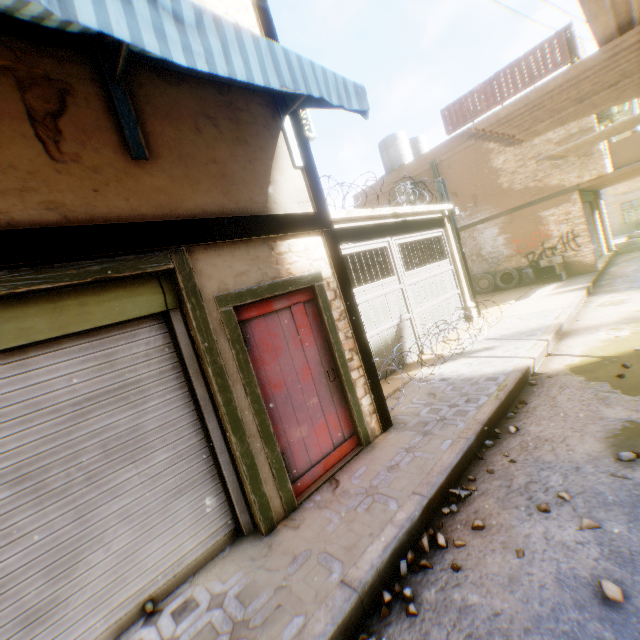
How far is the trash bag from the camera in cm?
1327

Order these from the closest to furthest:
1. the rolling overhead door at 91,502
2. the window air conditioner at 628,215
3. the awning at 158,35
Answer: the awning at 158,35 < the rolling overhead door at 91,502 < the window air conditioner at 628,215

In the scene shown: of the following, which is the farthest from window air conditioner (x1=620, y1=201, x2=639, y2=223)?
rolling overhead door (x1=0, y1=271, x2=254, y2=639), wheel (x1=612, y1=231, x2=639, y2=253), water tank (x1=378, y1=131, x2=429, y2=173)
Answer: A: rolling overhead door (x1=0, y1=271, x2=254, y2=639)

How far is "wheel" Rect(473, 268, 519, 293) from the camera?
13.9m

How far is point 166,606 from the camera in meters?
2.8 m

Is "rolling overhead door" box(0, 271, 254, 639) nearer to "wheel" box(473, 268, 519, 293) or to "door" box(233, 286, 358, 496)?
"door" box(233, 286, 358, 496)

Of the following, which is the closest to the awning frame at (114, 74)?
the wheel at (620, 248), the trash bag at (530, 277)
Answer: the trash bag at (530, 277)

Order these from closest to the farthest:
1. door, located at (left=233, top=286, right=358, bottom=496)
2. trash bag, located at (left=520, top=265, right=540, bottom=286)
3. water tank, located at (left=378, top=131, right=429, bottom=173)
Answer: door, located at (left=233, top=286, right=358, bottom=496) → trash bag, located at (left=520, top=265, right=540, bottom=286) → water tank, located at (left=378, top=131, right=429, bottom=173)
